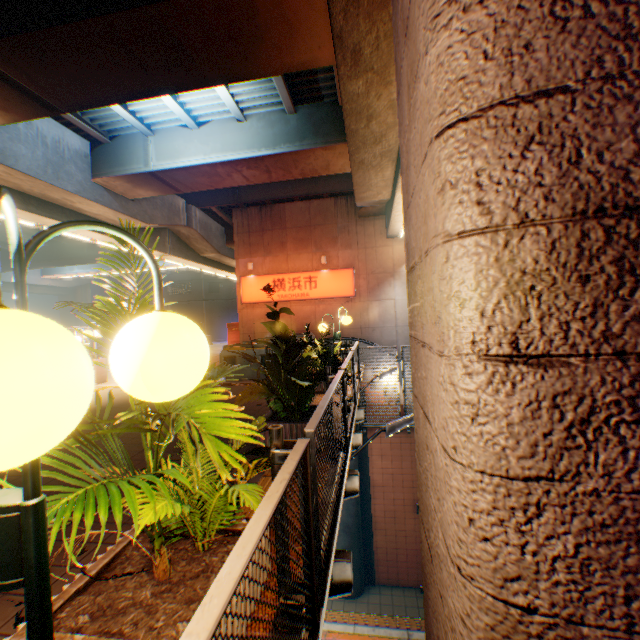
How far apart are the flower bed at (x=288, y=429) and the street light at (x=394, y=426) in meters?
0.5 m

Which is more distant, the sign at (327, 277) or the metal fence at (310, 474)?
the sign at (327, 277)

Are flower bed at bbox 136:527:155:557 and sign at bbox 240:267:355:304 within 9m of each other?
no

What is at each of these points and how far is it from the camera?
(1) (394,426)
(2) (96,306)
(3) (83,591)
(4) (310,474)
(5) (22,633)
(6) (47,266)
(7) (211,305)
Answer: (1) street light, 4.9 meters
(2) plants, 1.8 meters
(3) flower bed, 1.9 meters
(4) metal fence, 2.0 meters
(5) flower bed, 1.6 meters
(6) overpass support, 27.2 meters
(7) building, 46.9 meters

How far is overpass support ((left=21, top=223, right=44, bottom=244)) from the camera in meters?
13.0

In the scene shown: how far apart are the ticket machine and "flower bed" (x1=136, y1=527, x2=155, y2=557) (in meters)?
8.16

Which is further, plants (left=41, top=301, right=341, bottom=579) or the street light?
the street light

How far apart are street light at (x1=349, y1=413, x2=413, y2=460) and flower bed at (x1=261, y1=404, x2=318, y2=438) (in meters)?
0.46
